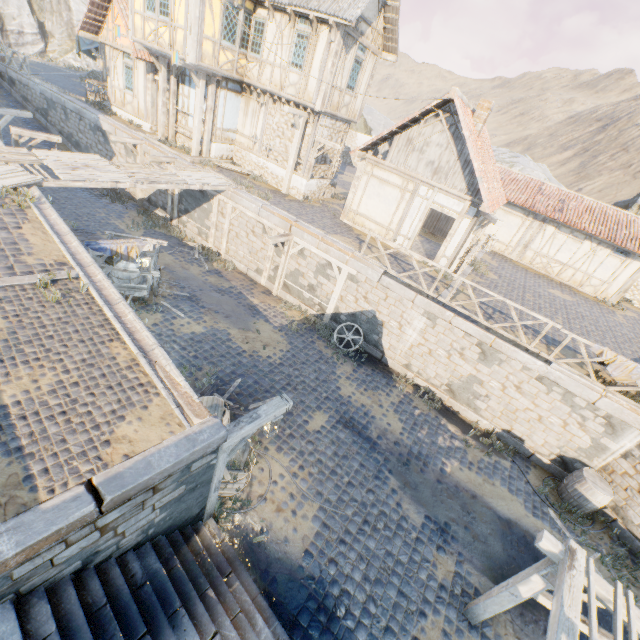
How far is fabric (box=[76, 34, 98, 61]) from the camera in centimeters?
2273cm

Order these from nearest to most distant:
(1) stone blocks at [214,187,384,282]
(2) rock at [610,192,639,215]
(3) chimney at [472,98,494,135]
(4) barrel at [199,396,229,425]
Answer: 1. (4) barrel at [199,396,229,425]
2. (1) stone blocks at [214,187,384,282]
3. (3) chimney at [472,98,494,135]
4. (2) rock at [610,192,639,215]

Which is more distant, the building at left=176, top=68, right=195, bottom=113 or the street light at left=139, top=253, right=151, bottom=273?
the building at left=176, top=68, right=195, bottom=113

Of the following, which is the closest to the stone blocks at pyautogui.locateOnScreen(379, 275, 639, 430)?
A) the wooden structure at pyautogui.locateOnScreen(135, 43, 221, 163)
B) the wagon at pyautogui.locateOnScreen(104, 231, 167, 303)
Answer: the wooden structure at pyautogui.locateOnScreen(135, 43, 221, 163)

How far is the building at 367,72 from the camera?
13.11m

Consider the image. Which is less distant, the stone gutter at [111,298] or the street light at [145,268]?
the stone gutter at [111,298]

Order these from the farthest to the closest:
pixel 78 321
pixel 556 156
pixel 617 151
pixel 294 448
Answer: pixel 556 156 < pixel 617 151 < pixel 294 448 < pixel 78 321

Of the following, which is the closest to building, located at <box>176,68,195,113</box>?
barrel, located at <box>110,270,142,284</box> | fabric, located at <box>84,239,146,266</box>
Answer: barrel, located at <box>110,270,142,284</box>
